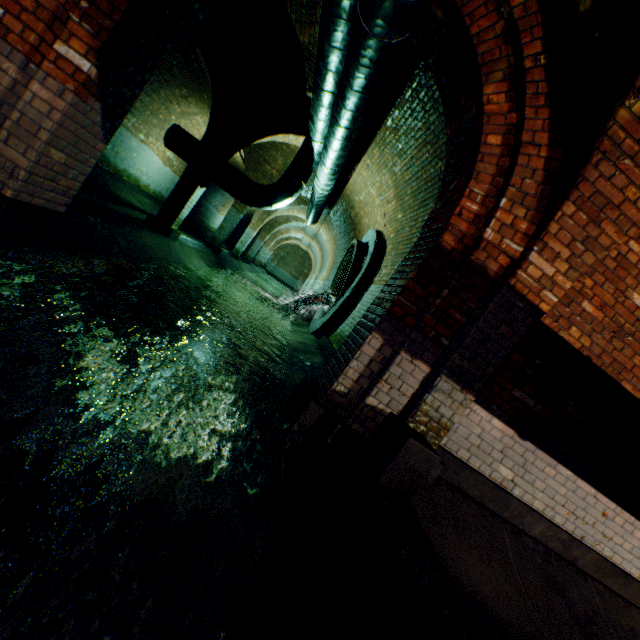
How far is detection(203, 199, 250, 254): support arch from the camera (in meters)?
12.36

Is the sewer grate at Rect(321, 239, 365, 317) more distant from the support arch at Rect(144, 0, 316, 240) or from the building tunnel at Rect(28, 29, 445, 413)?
the support arch at Rect(144, 0, 316, 240)

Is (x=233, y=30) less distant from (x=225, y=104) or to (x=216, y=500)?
(x=225, y=104)

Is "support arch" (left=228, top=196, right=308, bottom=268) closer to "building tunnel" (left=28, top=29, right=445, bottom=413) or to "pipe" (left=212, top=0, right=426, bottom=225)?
"building tunnel" (left=28, top=29, right=445, bottom=413)

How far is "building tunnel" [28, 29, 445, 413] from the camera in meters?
3.8 m

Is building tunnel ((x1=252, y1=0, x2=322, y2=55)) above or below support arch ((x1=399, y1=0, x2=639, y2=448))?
above

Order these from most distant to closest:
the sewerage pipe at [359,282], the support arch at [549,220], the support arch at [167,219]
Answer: the sewerage pipe at [359,282] → the support arch at [167,219] → the support arch at [549,220]

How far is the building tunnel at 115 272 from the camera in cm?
380
